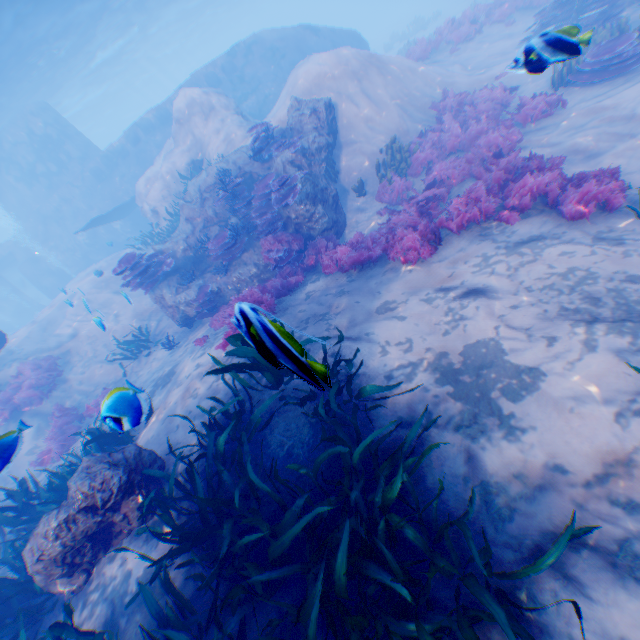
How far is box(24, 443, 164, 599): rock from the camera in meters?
4.2 m

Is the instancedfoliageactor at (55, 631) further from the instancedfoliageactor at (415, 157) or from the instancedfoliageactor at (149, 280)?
the instancedfoliageactor at (149, 280)

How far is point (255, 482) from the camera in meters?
3.6

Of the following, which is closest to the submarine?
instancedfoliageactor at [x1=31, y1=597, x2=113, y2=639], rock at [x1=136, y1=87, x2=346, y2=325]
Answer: rock at [x1=136, y1=87, x2=346, y2=325]

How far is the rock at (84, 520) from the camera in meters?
4.2

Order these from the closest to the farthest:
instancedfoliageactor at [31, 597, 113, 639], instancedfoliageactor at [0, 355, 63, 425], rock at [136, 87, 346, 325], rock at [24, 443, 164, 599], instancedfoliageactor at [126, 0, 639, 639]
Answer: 1. instancedfoliageactor at [126, 0, 639, 639]
2. instancedfoliageactor at [31, 597, 113, 639]
3. rock at [24, 443, 164, 599]
4. rock at [136, 87, 346, 325]
5. instancedfoliageactor at [0, 355, 63, 425]

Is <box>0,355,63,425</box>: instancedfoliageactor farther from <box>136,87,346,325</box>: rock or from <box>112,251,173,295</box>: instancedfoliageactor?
<box>112,251,173,295</box>: instancedfoliageactor

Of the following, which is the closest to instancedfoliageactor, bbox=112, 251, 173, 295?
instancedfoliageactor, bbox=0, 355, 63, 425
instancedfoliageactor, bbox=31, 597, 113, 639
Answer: instancedfoliageactor, bbox=0, 355, 63, 425
